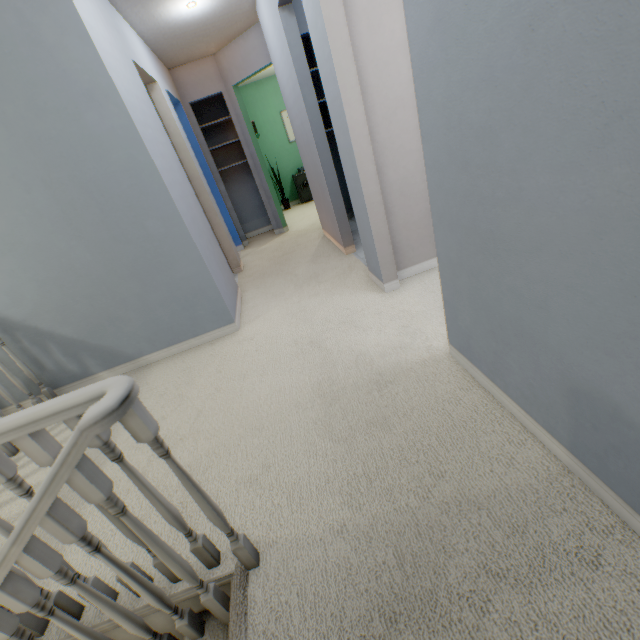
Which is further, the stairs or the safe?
the safe

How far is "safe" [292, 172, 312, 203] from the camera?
7.1 meters

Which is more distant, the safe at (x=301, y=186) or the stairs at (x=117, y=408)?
the safe at (x=301, y=186)

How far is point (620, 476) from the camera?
0.9m

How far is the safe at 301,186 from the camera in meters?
7.1
